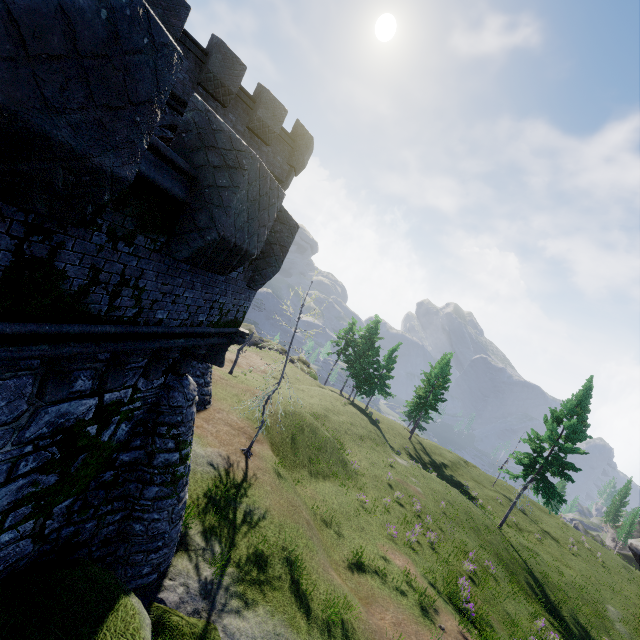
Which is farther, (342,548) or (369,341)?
(369,341)
